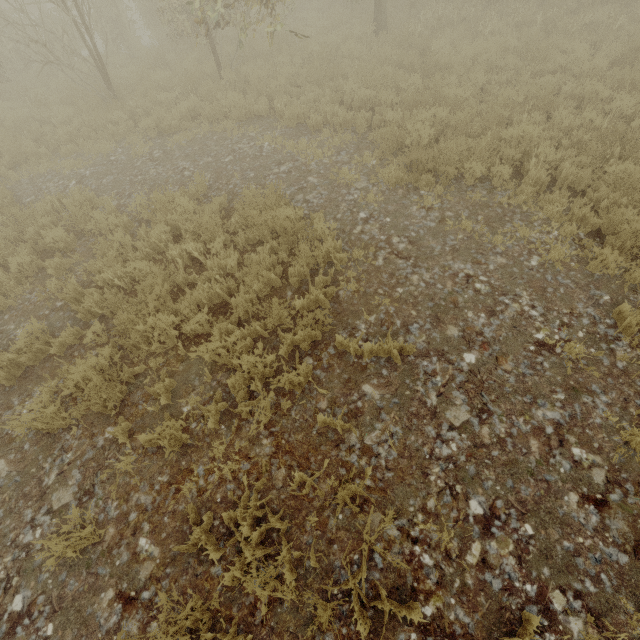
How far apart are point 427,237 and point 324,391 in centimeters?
346cm

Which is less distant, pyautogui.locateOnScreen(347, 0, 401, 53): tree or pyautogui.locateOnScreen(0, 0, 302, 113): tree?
pyautogui.locateOnScreen(0, 0, 302, 113): tree

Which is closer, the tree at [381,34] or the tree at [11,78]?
the tree at [11,78]
